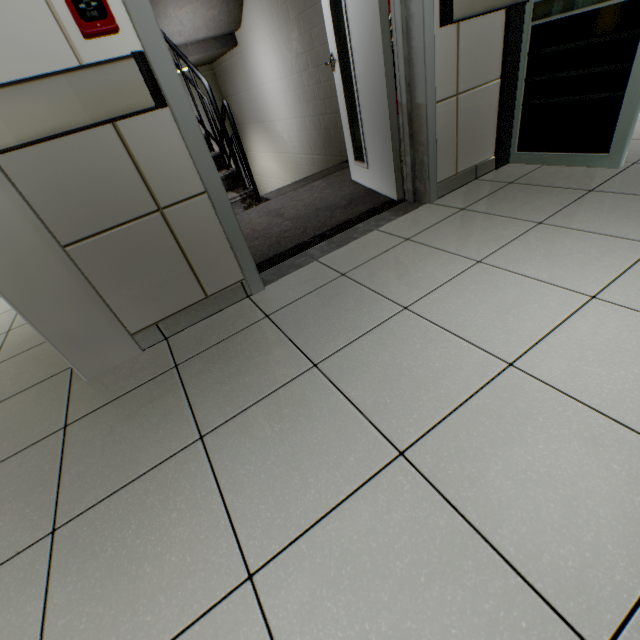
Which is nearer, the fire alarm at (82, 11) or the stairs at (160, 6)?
the fire alarm at (82, 11)

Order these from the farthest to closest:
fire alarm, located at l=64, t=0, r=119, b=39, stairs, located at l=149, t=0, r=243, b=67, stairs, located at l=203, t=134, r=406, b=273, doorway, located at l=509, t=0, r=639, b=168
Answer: stairs, located at l=149, t=0, r=243, b=67, stairs, located at l=203, t=134, r=406, b=273, doorway, located at l=509, t=0, r=639, b=168, fire alarm, located at l=64, t=0, r=119, b=39

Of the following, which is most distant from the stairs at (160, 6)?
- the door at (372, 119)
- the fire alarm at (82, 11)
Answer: the fire alarm at (82, 11)

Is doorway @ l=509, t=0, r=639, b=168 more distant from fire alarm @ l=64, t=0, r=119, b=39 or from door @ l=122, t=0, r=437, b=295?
fire alarm @ l=64, t=0, r=119, b=39

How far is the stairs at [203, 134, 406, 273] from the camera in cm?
236

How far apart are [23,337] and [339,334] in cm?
228

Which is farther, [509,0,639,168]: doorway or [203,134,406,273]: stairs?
[203,134,406,273]: stairs
